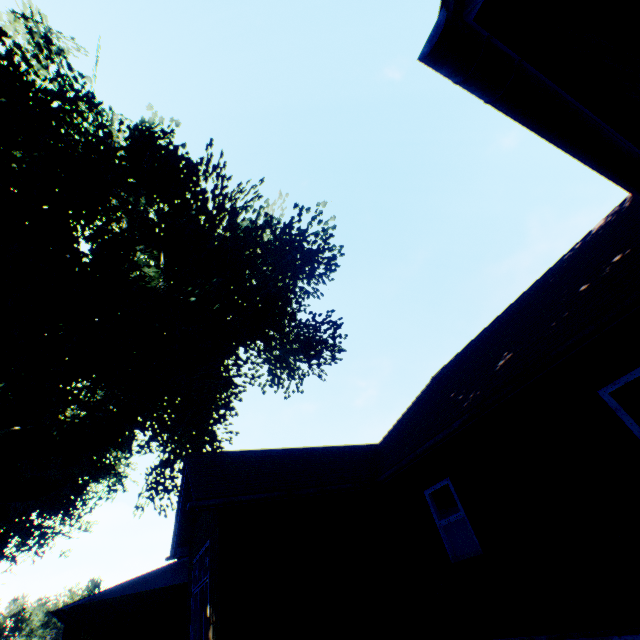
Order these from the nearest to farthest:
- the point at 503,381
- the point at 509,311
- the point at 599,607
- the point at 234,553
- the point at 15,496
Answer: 1. the point at 599,607
2. the point at 503,381
3. the point at 234,553
4. the point at 509,311
5. the point at 15,496
